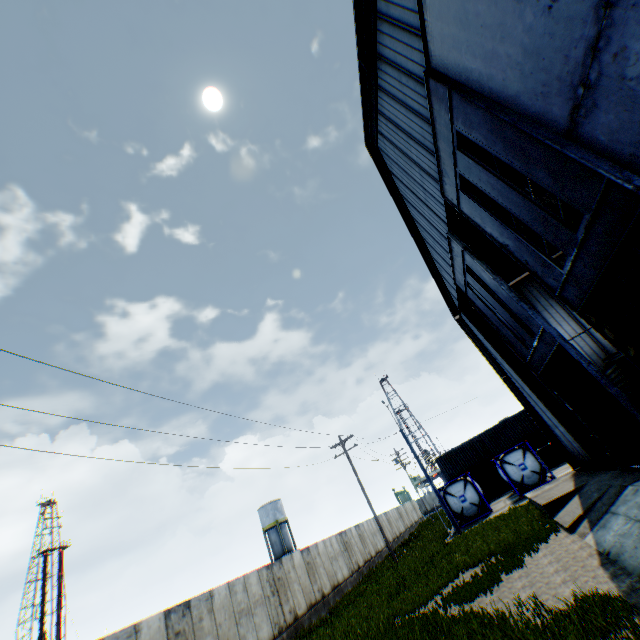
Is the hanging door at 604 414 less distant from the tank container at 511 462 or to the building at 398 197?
the building at 398 197

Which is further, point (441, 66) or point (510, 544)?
point (510, 544)

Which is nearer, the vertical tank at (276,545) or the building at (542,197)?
the building at (542,197)

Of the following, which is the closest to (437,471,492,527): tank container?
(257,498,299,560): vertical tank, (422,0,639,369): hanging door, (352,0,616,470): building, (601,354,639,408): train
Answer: (352,0,616,470): building

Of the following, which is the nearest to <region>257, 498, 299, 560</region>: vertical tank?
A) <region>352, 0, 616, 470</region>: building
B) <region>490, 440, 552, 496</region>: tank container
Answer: <region>490, 440, 552, 496</region>: tank container

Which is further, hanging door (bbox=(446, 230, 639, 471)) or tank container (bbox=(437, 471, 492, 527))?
tank container (bbox=(437, 471, 492, 527))

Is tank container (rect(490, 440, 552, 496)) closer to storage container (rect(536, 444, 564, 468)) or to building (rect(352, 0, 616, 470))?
storage container (rect(536, 444, 564, 468))

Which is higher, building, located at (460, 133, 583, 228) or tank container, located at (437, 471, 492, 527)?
building, located at (460, 133, 583, 228)
